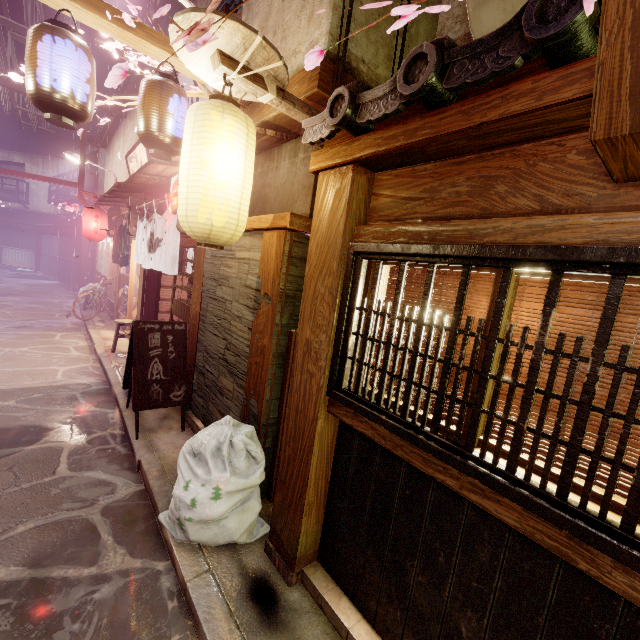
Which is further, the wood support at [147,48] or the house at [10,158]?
the house at [10,158]

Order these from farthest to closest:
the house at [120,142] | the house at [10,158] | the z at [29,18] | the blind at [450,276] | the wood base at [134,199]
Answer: the house at [10,158], the house at [120,142], the z at [29,18], the wood base at [134,199], the blind at [450,276]

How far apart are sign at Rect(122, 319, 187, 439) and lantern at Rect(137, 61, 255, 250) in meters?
3.8

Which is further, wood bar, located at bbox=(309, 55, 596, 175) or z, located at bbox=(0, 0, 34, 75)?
z, located at bbox=(0, 0, 34, 75)

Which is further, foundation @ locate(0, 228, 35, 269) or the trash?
foundation @ locate(0, 228, 35, 269)

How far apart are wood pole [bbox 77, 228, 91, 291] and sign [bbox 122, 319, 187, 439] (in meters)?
27.37

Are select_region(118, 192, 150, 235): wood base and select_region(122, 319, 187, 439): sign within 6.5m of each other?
no

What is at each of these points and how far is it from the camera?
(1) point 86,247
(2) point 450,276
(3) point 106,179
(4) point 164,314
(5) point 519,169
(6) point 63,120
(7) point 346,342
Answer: (1) wood pole, 29.8 meters
(2) blind, 3.8 meters
(3) house, 28.3 meters
(4) building, 15.0 meters
(5) wood panel, 2.9 meters
(6) lantern, 5.2 meters
(7) window grill, 4.1 meters
